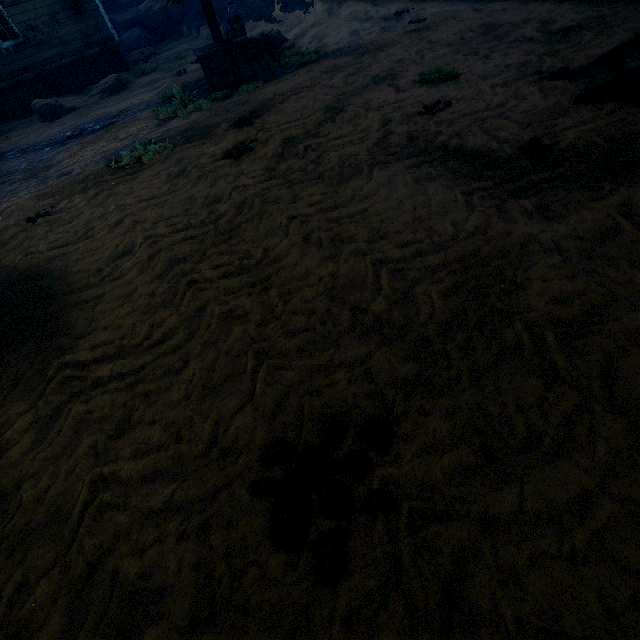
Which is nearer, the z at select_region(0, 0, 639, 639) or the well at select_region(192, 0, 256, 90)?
the z at select_region(0, 0, 639, 639)

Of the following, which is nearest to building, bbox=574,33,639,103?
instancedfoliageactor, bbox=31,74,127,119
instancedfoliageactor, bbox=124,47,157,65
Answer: instancedfoliageactor, bbox=124,47,157,65

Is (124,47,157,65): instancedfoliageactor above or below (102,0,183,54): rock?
below

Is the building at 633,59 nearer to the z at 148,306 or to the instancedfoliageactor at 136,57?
the z at 148,306

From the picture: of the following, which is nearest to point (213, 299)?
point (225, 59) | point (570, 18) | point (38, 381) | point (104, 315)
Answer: point (104, 315)

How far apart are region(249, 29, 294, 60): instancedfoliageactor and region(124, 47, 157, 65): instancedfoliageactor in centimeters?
803cm

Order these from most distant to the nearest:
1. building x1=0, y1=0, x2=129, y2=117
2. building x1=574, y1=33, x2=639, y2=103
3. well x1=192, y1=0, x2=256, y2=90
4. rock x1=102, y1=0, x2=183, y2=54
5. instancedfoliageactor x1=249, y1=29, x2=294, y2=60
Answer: rock x1=102, y1=0, x2=183, y2=54, building x1=0, y1=0, x2=129, y2=117, instancedfoliageactor x1=249, y1=29, x2=294, y2=60, well x1=192, y1=0, x2=256, y2=90, building x1=574, y1=33, x2=639, y2=103

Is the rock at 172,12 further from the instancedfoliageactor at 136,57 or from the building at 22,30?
the instancedfoliageactor at 136,57
